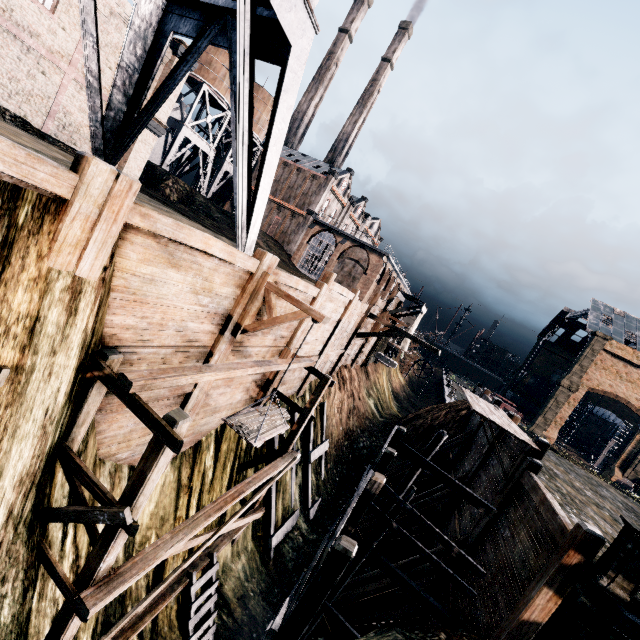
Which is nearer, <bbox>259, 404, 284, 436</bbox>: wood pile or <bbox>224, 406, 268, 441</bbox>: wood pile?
<bbox>224, 406, 268, 441</bbox>: wood pile

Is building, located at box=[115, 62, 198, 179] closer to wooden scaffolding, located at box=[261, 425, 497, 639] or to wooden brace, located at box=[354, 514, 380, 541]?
wooden scaffolding, located at box=[261, 425, 497, 639]

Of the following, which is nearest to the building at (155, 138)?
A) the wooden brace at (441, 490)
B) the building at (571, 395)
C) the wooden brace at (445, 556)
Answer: the building at (571, 395)

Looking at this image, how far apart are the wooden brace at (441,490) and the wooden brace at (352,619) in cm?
480

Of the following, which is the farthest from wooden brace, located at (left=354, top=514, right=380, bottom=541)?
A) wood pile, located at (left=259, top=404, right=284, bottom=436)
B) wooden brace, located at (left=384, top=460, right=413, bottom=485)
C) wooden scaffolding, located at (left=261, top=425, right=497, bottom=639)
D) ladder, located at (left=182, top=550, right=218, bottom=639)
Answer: wood pile, located at (left=259, top=404, right=284, bottom=436)

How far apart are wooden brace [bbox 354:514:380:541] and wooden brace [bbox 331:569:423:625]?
4.8m

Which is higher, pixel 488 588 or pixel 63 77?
pixel 63 77

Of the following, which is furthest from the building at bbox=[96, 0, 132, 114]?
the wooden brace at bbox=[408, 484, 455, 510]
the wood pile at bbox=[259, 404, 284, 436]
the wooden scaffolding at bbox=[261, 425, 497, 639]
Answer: the wooden brace at bbox=[408, 484, 455, 510]
